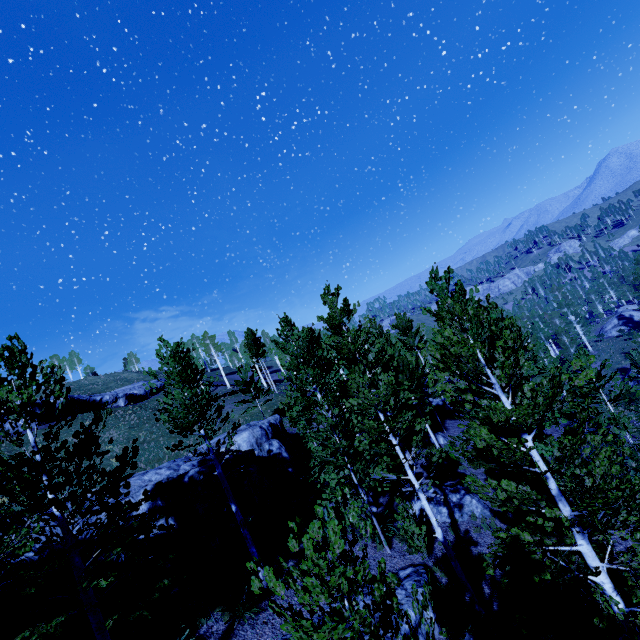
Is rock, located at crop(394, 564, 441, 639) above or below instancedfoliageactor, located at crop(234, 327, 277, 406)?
below

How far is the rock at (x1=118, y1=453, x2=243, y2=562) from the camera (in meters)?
11.81

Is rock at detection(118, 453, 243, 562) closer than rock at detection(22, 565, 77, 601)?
No

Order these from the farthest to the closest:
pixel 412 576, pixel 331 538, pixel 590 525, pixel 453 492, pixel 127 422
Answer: pixel 127 422
pixel 453 492
pixel 412 576
pixel 590 525
pixel 331 538

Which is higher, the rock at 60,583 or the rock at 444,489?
the rock at 60,583

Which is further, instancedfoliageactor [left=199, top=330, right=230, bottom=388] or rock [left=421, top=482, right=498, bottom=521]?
instancedfoliageactor [left=199, top=330, right=230, bottom=388]

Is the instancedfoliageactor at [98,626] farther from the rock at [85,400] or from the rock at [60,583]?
the rock at [85,400]

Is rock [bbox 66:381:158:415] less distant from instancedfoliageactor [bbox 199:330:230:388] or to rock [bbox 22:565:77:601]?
instancedfoliageactor [bbox 199:330:230:388]
